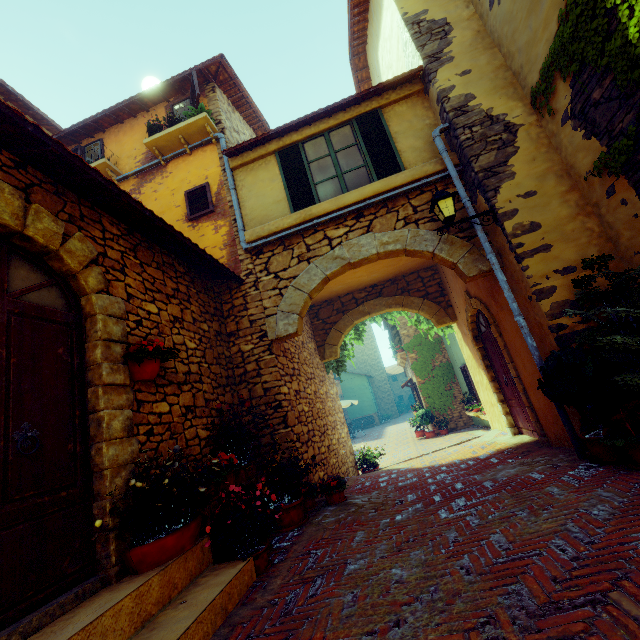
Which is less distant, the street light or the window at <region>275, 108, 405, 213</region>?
the street light

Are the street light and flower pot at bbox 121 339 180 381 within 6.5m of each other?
yes

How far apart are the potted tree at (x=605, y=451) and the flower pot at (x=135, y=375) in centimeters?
436cm

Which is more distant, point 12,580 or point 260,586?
point 260,586

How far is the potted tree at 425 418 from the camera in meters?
14.8 m

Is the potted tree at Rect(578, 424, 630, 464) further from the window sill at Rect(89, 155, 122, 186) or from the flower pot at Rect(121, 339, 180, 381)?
the window sill at Rect(89, 155, 122, 186)

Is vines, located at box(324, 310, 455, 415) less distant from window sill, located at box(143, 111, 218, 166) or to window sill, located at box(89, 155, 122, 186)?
window sill, located at box(143, 111, 218, 166)

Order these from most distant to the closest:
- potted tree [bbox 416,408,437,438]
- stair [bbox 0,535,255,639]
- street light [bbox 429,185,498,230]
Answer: potted tree [bbox 416,408,437,438]
street light [bbox 429,185,498,230]
stair [bbox 0,535,255,639]
